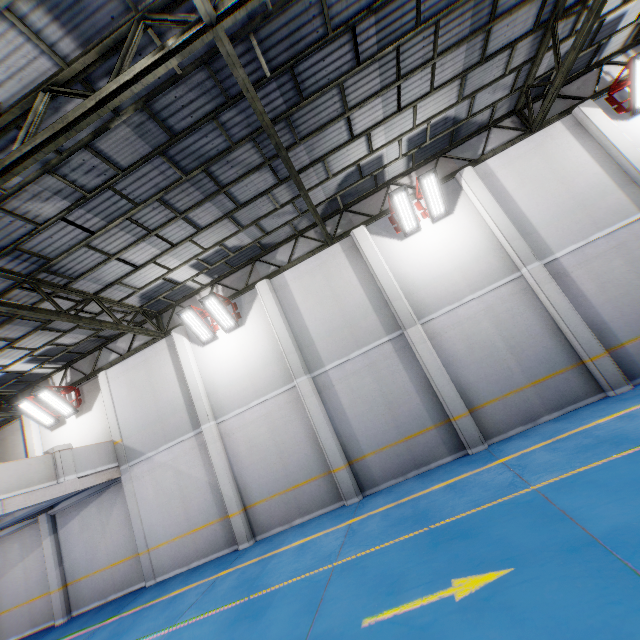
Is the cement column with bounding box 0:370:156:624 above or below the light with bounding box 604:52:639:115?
below

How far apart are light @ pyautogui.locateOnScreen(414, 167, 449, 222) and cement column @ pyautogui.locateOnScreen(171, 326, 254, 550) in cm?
969

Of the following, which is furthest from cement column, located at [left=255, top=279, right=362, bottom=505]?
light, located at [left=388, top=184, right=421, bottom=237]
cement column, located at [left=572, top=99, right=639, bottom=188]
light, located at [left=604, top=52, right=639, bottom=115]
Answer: light, located at [left=604, top=52, right=639, bottom=115]

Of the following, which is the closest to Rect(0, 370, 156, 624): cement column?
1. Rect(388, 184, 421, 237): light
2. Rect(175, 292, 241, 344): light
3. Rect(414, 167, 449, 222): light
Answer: Rect(175, 292, 241, 344): light

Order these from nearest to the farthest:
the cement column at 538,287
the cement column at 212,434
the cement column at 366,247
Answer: the cement column at 538,287 < the cement column at 366,247 < the cement column at 212,434

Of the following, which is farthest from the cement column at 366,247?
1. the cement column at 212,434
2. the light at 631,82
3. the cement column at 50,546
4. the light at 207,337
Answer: the cement column at 50,546

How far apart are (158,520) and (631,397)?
14.85m

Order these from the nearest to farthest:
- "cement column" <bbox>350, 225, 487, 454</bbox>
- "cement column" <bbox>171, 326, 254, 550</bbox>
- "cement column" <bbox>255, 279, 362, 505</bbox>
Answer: "cement column" <bbox>350, 225, 487, 454</bbox> < "cement column" <bbox>255, 279, 362, 505</bbox> < "cement column" <bbox>171, 326, 254, 550</bbox>
